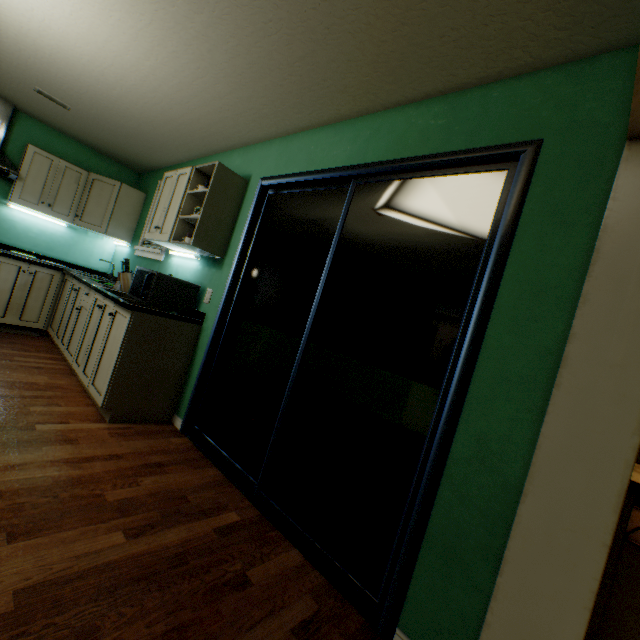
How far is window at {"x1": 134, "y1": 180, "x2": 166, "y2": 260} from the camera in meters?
3.5 m

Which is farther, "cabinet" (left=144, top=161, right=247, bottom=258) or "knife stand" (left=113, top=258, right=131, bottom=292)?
"knife stand" (left=113, top=258, right=131, bottom=292)

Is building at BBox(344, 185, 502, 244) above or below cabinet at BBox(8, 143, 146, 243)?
above

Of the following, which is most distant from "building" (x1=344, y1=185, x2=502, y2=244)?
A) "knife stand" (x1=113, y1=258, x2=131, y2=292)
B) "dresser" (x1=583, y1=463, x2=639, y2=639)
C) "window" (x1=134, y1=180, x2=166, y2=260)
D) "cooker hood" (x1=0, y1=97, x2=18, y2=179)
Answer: "cooker hood" (x1=0, y1=97, x2=18, y2=179)

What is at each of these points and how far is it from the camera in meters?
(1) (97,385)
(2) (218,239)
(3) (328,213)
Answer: (1) cabinet, 2.5 m
(2) cabinet, 2.7 m
(3) building, 3.4 m

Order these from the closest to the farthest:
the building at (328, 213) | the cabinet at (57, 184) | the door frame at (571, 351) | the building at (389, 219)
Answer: the door frame at (571, 351) → the building at (389, 219) → the building at (328, 213) → the cabinet at (57, 184)

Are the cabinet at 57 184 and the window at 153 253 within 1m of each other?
yes

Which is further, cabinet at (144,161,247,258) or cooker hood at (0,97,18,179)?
cooker hood at (0,97,18,179)
